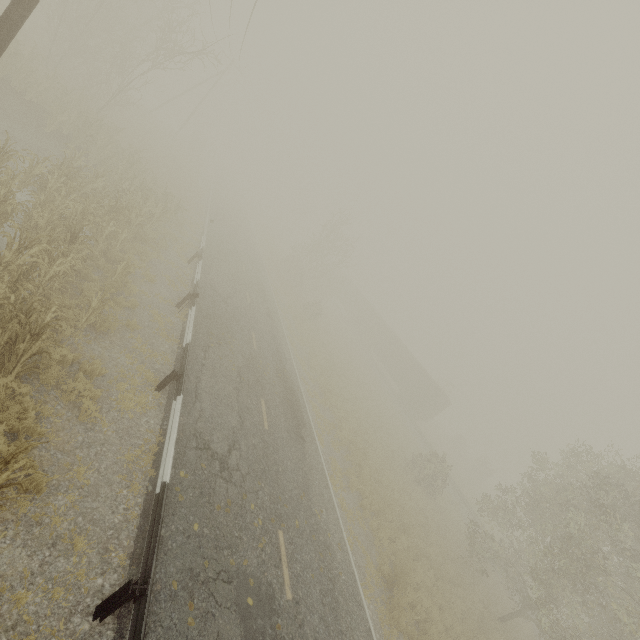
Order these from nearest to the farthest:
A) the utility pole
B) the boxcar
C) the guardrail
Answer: the guardrail, the utility pole, the boxcar

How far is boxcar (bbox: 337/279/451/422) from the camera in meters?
36.4 m

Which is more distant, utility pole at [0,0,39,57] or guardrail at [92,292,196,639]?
utility pole at [0,0,39,57]

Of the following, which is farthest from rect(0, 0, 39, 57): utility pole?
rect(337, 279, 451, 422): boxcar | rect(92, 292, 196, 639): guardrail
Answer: rect(337, 279, 451, 422): boxcar

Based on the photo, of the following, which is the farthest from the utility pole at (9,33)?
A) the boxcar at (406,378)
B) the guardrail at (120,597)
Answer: the boxcar at (406,378)

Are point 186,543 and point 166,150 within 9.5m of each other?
no

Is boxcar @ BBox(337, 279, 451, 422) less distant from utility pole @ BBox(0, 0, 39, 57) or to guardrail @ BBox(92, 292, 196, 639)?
guardrail @ BBox(92, 292, 196, 639)

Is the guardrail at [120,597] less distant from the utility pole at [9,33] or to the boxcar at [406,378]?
the utility pole at [9,33]
